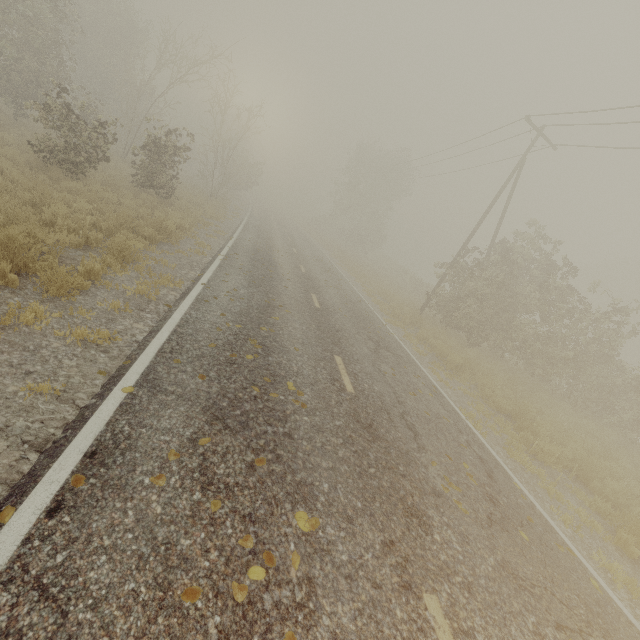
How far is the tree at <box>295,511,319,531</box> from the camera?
3.2m

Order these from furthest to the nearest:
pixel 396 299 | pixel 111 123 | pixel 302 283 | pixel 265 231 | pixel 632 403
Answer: pixel 265 231
pixel 396 299
pixel 632 403
pixel 302 283
pixel 111 123

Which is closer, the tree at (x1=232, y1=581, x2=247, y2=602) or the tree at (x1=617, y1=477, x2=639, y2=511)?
the tree at (x1=232, y1=581, x2=247, y2=602)

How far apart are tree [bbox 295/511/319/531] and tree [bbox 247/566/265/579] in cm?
45

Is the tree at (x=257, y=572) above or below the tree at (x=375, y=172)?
below

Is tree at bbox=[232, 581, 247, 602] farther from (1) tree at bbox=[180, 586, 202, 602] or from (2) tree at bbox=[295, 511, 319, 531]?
(1) tree at bbox=[180, 586, 202, 602]

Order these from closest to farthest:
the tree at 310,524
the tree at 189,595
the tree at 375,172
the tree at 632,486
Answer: the tree at 189,595 → the tree at 310,524 → the tree at 632,486 → the tree at 375,172
